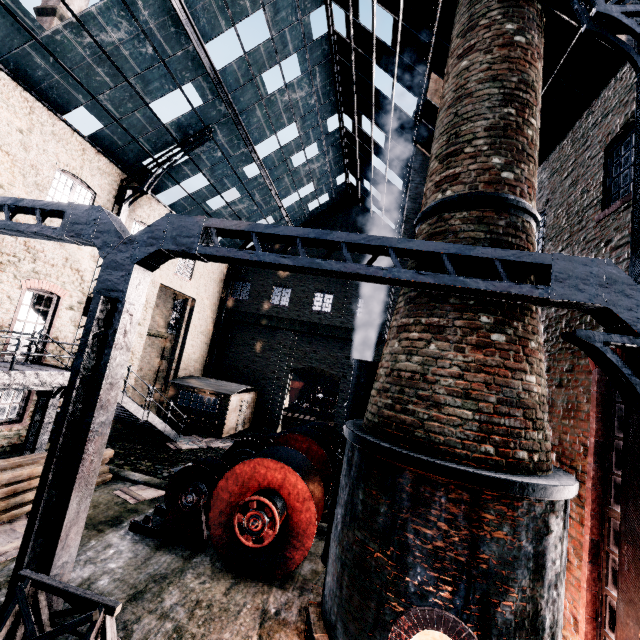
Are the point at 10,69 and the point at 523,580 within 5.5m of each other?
→ no

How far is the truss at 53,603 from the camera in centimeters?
545cm

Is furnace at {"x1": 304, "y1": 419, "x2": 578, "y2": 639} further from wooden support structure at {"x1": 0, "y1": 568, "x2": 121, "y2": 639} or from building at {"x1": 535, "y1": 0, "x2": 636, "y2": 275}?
wooden support structure at {"x1": 0, "y1": 568, "x2": 121, "y2": 639}

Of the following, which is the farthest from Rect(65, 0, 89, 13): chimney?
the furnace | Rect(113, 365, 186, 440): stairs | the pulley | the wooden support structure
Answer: the furnace

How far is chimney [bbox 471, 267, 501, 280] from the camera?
6.4m

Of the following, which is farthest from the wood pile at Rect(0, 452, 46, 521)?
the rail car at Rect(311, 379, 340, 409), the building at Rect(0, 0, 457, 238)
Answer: the rail car at Rect(311, 379, 340, 409)

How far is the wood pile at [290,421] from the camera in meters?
29.7

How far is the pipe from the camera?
9.6 meters
